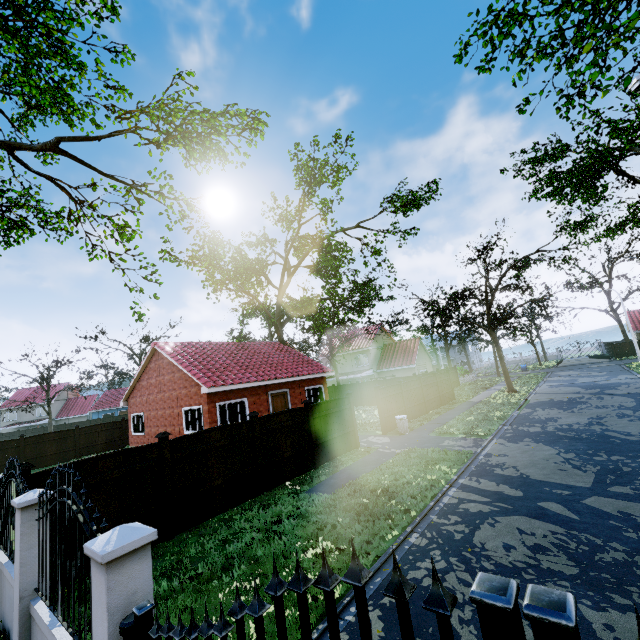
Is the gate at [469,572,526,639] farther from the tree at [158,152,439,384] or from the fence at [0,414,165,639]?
the tree at [158,152,439,384]

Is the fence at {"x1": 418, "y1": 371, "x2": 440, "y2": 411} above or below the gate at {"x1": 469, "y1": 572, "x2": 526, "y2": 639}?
below

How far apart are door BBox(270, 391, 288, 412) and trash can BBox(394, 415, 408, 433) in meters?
6.9 m

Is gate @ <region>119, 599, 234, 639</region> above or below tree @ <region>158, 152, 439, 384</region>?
below

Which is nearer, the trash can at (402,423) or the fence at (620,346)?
the trash can at (402,423)

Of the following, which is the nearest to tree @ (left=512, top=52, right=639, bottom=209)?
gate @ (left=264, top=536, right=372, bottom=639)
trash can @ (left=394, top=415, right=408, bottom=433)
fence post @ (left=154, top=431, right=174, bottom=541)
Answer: gate @ (left=264, top=536, right=372, bottom=639)

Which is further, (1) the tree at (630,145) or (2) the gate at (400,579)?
(1) the tree at (630,145)

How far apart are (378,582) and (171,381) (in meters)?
16.48
